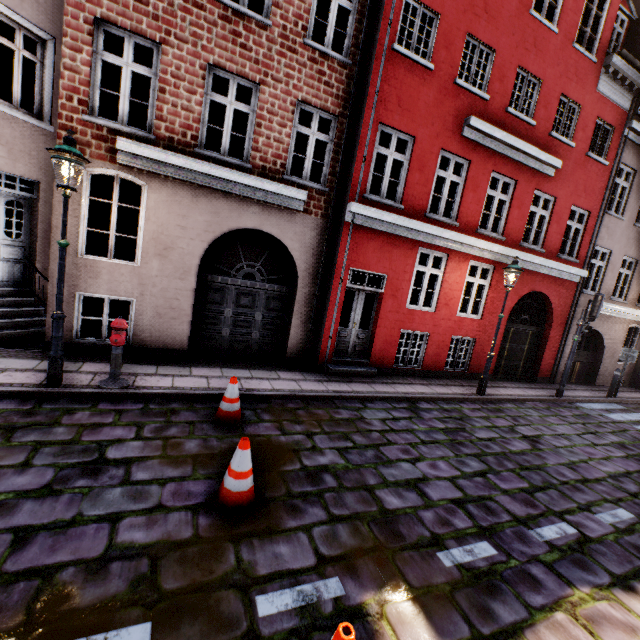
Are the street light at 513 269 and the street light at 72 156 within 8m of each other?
no

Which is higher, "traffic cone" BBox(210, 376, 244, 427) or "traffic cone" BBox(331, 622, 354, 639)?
"traffic cone" BBox(331, 622, 354, 639)

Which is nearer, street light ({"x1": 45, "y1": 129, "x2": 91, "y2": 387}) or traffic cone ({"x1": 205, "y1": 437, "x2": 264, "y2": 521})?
traffic cone ({"x1": 205, "y1": 437, "x2": 264, "y2": 521})

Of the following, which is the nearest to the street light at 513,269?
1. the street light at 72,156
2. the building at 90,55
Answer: the building at 90,55

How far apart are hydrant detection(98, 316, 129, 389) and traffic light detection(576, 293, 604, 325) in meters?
12.6 m

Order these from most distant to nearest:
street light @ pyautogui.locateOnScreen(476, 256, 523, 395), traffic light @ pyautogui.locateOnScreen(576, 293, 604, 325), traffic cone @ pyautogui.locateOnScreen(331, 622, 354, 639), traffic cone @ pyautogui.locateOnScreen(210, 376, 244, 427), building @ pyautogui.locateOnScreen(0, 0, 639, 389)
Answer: traffic light @ pyautogui.locateOnScreen(576, 293, 604, 325) < street light @ pyautogui.locateOnScreen(476, 256, 523, 395) < building @ pyautogui.locateOnScreen(0, 0, 639, 389) < traffic cone @ pyautogui.locateOnScreen(210, 376, 244, 427) < traffic cone @ pyautogui.locateOnScreen(331, 622, 354, 639)

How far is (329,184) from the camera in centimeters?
824cm

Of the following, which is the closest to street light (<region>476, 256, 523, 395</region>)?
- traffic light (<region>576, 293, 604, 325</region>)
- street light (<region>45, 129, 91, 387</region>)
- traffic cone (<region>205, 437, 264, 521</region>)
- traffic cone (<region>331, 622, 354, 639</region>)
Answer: traffic light (<region>576, 293, 604, 325</region>)
